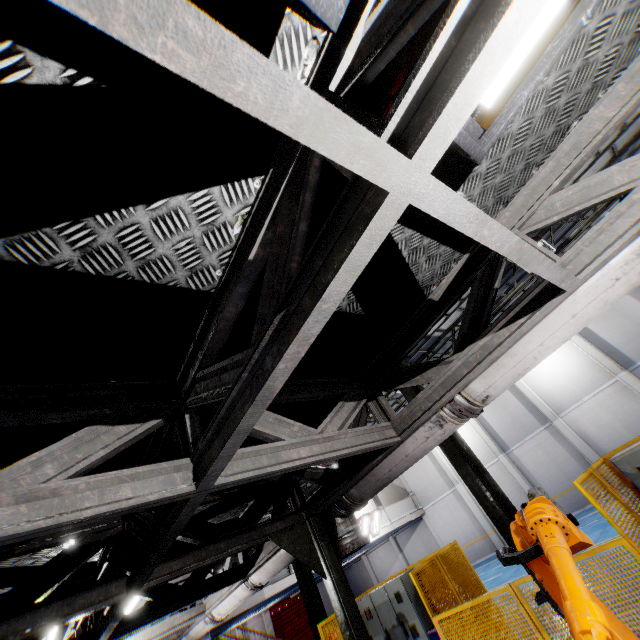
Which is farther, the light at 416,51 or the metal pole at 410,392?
the metal pole at 410,392

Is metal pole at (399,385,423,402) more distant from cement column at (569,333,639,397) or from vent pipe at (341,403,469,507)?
cement column at (569,333,639,397)

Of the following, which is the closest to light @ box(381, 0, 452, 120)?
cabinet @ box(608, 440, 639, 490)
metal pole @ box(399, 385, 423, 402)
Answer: cabinet @ box(608, 440, 639, 490)

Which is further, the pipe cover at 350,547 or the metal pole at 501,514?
the metal pole at 501,514

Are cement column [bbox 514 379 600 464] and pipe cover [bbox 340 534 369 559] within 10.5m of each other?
no

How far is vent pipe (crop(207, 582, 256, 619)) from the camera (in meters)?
5.48

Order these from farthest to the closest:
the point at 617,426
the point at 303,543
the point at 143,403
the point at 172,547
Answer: the point at 617,426
the point at 172,547
the point at 303,543
the point at 143,403

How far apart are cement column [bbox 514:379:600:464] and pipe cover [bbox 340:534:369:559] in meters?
19.0 m
